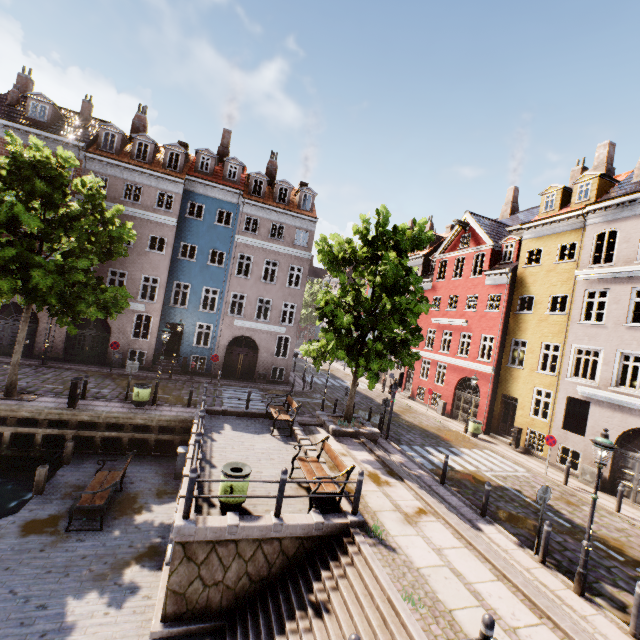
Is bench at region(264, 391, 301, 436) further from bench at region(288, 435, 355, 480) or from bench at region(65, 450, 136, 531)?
bench at region(65, 450, 136, 531)

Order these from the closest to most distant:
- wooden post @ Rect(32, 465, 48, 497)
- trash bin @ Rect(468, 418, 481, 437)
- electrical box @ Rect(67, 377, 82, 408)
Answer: wooden post @ Rect(32, 465, 48, 497)
electrical box @ Rect(67, 377, 82, 408)
trash bin @ Rect(468, 418, 481, 437)

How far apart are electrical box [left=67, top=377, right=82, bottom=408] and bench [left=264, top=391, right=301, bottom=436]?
7.84m

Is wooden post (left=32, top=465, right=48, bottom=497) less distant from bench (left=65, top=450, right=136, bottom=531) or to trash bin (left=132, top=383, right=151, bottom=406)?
bench (left=65, top=450, right=136, bottom=531)

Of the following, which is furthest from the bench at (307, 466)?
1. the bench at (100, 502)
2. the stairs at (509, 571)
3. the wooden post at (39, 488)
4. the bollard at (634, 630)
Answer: the wooden post at (39, 488)

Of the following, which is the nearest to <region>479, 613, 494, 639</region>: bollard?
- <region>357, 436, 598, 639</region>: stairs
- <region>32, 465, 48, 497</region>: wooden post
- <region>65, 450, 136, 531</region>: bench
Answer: <region>357, 436, 598, 639</region>: stairs

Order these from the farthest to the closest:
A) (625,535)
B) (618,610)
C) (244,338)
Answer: (244,338), (625,535), (618,610)

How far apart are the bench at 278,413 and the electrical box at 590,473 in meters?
13.8 m
